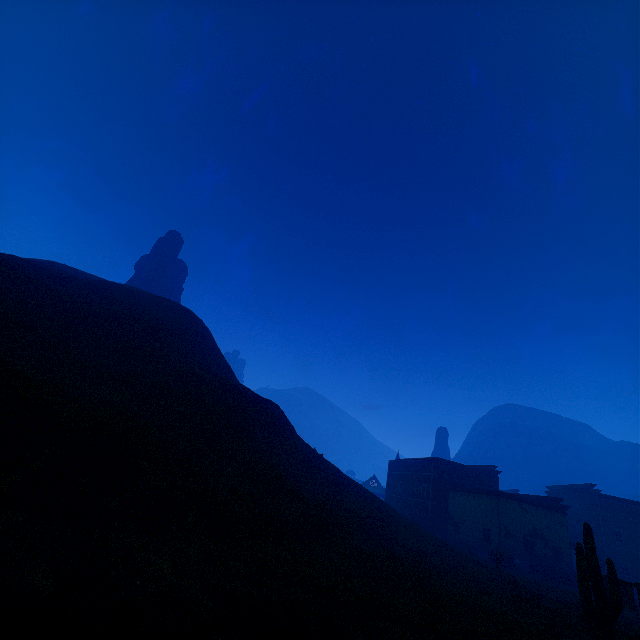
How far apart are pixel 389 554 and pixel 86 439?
18.13m

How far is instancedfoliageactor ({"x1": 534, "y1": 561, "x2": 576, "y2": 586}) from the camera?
34.1 meters

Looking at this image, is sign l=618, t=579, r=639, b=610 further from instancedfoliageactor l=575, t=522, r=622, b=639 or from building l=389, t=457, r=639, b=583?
building l=389, t=457, r=639, b=583

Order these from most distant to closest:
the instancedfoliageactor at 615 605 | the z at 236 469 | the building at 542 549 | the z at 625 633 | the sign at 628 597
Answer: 1. the building at 542 549
2. the sign at 628 597
3. the instancedfoliageactor at 615 605
4. the z at 625 633
5. the z at 236 469

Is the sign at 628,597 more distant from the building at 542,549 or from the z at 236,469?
the building at 542,549

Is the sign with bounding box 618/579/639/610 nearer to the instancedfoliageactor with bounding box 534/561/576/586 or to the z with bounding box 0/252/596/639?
the z with bounding box 0/252/596/639

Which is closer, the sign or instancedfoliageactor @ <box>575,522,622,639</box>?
instancedfoliageactor @ <box>575,522,622,639</box>

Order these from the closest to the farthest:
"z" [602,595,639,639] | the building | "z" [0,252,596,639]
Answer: "z" [0,252,596,639] < "z" [602,595,639,639] < the building
